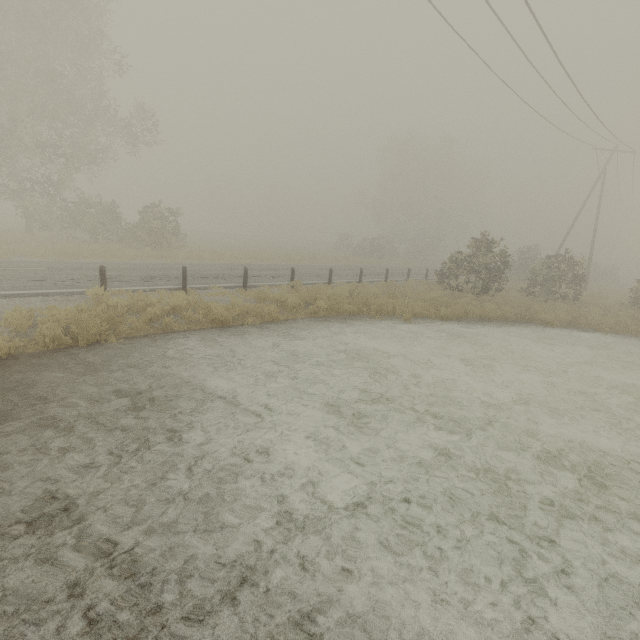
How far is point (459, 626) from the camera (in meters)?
2.87

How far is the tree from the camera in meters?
44.1 m

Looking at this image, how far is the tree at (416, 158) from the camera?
44.12m
